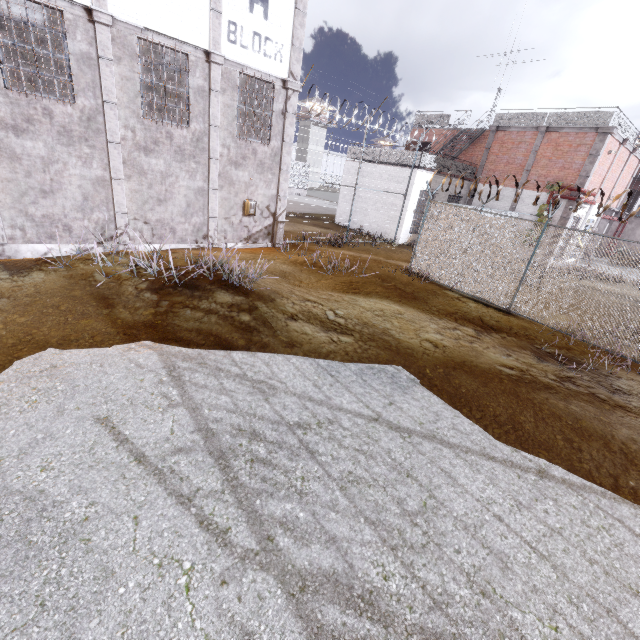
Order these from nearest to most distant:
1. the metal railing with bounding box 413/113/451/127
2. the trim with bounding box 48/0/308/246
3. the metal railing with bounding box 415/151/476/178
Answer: the trim with bounding box 48/0/308/246 < the metal railing with bounding box 415/151/476/178 < the metal railing with bounding box 413/113/451/127

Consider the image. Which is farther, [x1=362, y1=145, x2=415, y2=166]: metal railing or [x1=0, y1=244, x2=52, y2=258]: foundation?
[x1=362, y1=145, x2=415, y2=166]: metal railing

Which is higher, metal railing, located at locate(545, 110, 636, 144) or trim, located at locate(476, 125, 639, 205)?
metal railing, located at locate(545, 110, 636, 144)

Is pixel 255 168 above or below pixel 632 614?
above

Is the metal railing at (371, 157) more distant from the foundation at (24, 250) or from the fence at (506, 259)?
the foundation at (24, 250)

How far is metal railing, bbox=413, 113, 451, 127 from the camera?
21.95m

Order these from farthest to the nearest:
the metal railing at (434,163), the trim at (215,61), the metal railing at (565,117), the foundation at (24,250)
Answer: the metal railing at (434,163) → the metal railing at (565,117) → the foundation at (24,250) → the trim at (215,61)

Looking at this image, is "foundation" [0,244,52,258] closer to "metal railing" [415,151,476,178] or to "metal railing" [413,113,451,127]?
"metal railing" [415,151,476,178]
